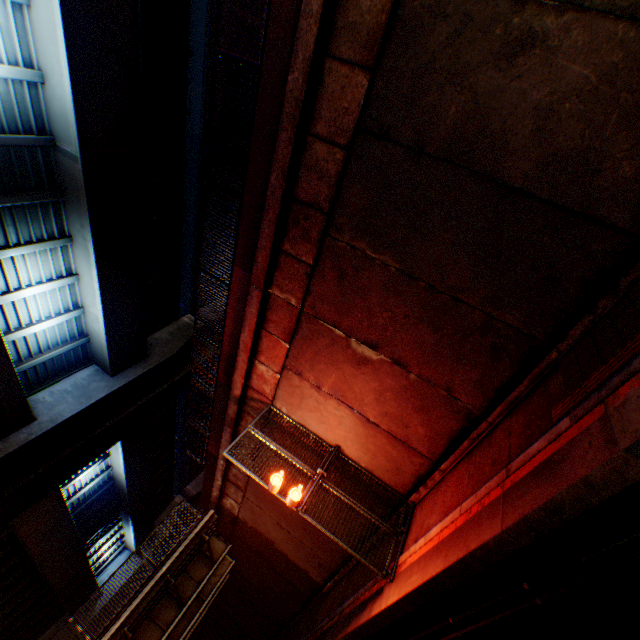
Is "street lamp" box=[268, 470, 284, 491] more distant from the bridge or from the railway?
the bridge

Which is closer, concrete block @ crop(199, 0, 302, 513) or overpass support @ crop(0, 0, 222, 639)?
concrete block @ crop(199, 0, 302, 513)

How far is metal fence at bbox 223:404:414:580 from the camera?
7.6m

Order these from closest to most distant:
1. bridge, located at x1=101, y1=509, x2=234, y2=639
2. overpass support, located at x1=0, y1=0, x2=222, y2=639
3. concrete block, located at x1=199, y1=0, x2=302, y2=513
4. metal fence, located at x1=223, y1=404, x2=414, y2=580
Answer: concrete block, located at x1=199, y1=0, x2=302, y2=513, metal fence, located at x1=223, y1=404, x2=414, y2=580, overpass support, located at x1=0, y1=0, x2=222, y2=639, bridge, located at x1=101, y1=509, x2=234, y2=639

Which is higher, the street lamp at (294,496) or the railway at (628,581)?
the street lamp at (294,496)

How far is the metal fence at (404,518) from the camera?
7.6m

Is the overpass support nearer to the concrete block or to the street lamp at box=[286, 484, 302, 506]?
the concrete block

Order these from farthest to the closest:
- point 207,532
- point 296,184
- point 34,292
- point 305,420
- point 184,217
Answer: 1. point 184,217
2. point 207,532
3. point 34,292
4. point 305,420
5. point 296,184
